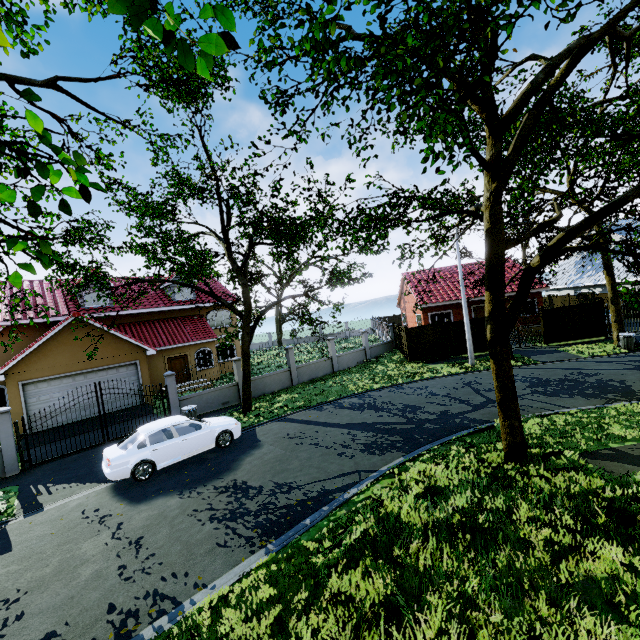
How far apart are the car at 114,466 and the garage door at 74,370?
7.7 meters

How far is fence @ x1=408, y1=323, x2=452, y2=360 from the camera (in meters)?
22.12

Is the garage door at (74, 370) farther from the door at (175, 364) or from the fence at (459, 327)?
the door at (175, 364)

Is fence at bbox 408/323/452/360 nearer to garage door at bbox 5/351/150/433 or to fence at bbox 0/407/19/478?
fence at bbox 0/407/19/478

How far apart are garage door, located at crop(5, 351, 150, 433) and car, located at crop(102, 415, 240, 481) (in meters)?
7.67

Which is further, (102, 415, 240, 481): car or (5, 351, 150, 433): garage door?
(5, 351, 150, 433): garage door

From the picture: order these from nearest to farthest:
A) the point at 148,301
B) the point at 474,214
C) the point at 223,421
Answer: the point at 474,214, the point at 223,421, the point at 148,301

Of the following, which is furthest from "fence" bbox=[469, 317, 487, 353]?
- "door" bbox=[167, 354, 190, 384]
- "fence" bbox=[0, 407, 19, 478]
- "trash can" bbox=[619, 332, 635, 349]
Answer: "door" bbox=[167, 354, 190, 384]
